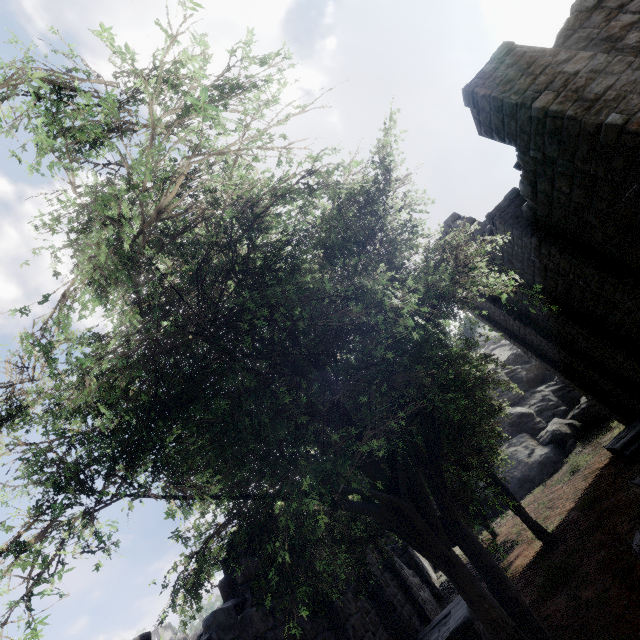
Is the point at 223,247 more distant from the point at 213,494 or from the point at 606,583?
the point at 606,583

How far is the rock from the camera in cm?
2925

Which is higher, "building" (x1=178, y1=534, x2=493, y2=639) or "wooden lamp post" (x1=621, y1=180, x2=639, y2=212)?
"wooden lamp post" (x1=621, y1=180, x2=639, y2=212)

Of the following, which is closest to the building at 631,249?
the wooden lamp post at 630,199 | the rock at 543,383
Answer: the rock at 543,383

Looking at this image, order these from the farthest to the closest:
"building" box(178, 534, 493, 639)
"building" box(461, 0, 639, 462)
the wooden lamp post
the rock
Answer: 1. the rock
2. "building" box(461, 0, 639, 462)
3. "building" box(178, 534, 493, 639)
4. the wooden lamp post

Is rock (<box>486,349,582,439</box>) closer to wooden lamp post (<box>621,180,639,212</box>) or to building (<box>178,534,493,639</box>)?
building (<box>178,534,493,639</box>)

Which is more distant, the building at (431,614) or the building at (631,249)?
the building at (631,249)

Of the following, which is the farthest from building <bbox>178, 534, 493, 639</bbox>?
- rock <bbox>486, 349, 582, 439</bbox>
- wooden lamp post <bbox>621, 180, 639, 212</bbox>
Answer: wooden lamp post <bbox>621, 180, 639, 212</bbox>
